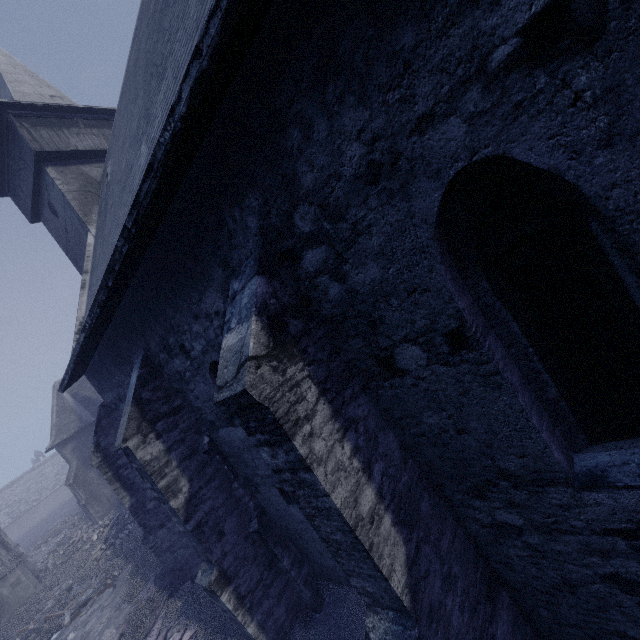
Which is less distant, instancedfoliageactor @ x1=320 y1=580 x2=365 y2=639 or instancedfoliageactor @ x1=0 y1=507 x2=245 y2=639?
instancedfoliageactor @ x1=320 y1=580 x2=365 y2=639

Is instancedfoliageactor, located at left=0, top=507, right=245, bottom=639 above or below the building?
below

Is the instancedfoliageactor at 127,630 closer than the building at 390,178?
No

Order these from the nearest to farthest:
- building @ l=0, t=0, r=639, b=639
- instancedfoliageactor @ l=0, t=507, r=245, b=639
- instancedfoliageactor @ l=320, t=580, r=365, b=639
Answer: building @ l=0, t=0, r=639, b=639, instancedfoliageactor @ l=320, t=580, r=365, b=639, instancedfoliageactor @ l=0, t=507, r=245, b=639

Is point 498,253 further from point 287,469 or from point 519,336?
point 287,469

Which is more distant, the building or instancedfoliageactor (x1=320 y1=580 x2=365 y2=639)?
instancedfoliageactor (x1=320 y1=580 x2=365 y2=639)
